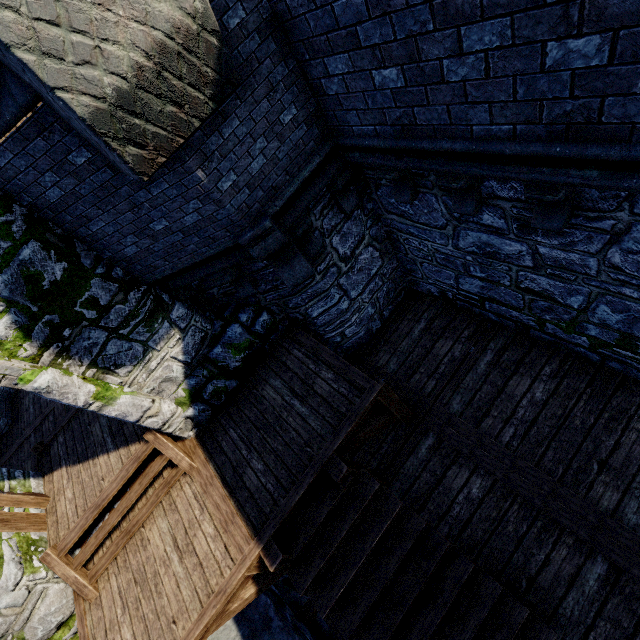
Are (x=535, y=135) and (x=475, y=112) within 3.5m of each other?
yes

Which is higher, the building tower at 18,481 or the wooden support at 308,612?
the building tower at 18,481

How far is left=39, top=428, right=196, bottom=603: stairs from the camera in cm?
535

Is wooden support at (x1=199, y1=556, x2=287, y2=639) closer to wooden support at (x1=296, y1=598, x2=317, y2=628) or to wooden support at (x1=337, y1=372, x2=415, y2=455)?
wooden support at (x1=296, y1=598, x2=317, y2=628)

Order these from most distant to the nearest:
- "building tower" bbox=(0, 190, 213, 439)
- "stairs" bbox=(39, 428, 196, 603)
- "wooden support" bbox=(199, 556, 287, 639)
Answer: "stairs" bbox=(39, 428, 196, 603) < "wooden support" bbox=(199, 556, 287, 639) < "building tower" bbox=(0, 190, 213, 439)

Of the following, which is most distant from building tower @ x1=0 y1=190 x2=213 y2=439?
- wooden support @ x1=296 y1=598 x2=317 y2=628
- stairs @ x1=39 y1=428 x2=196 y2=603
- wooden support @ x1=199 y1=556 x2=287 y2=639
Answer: wooden support @ x1=296 y1=598 x2=317 y2=628

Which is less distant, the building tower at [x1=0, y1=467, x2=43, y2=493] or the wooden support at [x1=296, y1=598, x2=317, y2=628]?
the building tower at [x1=0, y1=467, x2=43, y2=493]

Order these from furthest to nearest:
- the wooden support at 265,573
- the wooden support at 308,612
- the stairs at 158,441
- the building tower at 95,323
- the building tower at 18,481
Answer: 1. the wooden support at 308,612
2. the building tower at 18,481
3. the stairs at 158,441
4. the wooden support at 265,573
5. the building tower at 95,323
